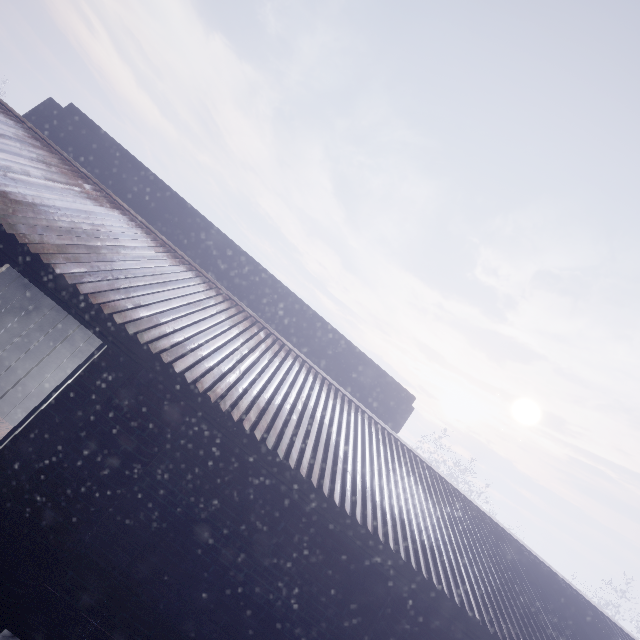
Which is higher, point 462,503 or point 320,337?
point 320,337

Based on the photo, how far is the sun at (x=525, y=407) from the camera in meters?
56.5 m

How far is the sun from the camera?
56.5m
